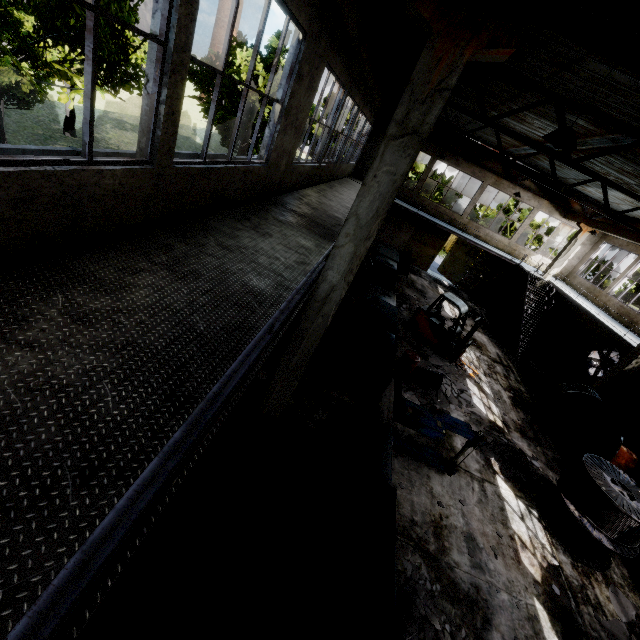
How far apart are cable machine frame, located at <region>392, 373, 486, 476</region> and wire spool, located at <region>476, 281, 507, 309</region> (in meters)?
18.36

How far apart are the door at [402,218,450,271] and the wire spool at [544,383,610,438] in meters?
14.6

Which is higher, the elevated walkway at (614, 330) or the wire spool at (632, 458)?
the elevated walkway at (614, 330)

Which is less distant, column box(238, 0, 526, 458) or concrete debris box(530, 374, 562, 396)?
column box(238, 0, 526, 458)

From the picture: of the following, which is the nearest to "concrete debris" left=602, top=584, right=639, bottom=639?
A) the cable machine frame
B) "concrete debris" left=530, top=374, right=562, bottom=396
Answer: the cable machine frame

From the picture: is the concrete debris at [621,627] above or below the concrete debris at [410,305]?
below

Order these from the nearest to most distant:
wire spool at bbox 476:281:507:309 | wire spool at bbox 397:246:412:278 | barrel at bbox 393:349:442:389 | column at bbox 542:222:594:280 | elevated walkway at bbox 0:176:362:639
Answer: elevated walkway at bbox 0:176:362:639, barrel at bbox 393:349:442:389, column at bbox 542:222:594:280, wire spool at bbox 397:246:412:278, wire spool at bbox 476:281:507:309

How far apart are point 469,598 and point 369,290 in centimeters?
948cm
